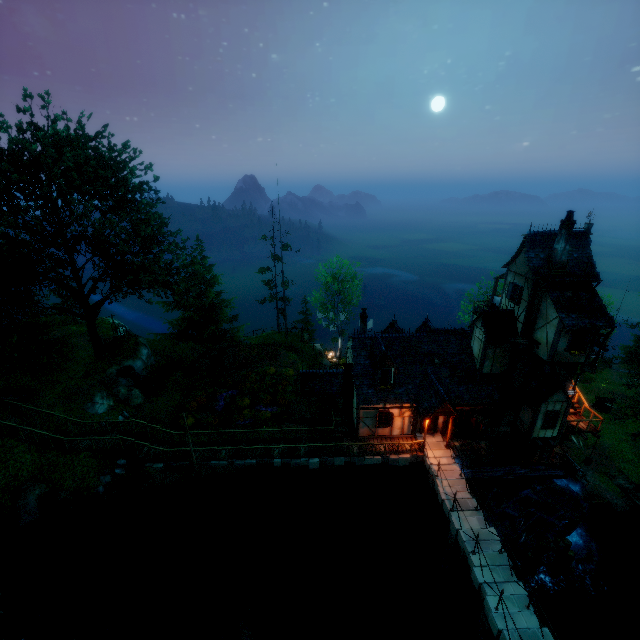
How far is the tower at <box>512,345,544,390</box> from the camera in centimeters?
2100cm

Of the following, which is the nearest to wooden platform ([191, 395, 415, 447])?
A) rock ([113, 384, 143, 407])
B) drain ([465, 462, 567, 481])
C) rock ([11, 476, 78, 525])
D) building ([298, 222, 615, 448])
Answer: building ([298, 222, 615, 448])

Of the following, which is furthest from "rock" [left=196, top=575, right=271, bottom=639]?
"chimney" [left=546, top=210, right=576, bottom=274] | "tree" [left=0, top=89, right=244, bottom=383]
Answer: "chimney" [left=546, top=210, right=576, bottom=274]

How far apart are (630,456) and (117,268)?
48.34m

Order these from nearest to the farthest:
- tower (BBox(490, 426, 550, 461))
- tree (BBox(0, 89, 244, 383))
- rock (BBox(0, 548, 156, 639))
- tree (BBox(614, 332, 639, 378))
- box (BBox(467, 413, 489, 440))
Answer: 1. rock (BBox(0, 548, 156, 639))
2. tree (BBox(0, 89, 244, 383))
3. box (BBox(467, 413, 489, 440))
4. tower (BBox(490, 426, 550, 461))
5. tree (BBox(614, 332, 639, 378))

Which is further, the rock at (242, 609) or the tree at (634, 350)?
the tree at (634, 350)

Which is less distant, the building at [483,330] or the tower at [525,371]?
the building at [483,330]

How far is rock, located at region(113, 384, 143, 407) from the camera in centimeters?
2570cm
